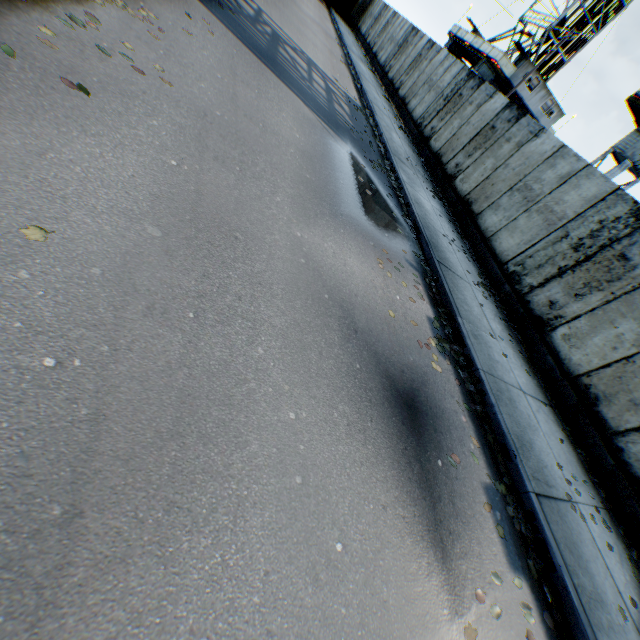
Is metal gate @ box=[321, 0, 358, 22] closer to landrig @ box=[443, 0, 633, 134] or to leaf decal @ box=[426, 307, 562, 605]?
landrig @ box=[443, 0, 633, 134]

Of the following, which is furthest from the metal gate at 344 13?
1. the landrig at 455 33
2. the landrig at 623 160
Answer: the landrig at 623 160

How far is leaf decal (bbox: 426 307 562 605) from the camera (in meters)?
3.71

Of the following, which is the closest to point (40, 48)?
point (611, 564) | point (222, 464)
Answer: point (222, 464)

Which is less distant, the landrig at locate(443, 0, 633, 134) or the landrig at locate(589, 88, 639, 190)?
the landrig at locate(589, 88, 639, 190)

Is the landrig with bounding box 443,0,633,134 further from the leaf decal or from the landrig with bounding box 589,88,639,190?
→ the leaf decal

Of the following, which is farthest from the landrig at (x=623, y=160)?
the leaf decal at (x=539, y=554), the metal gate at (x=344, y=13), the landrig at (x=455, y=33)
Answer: the metal gate at (x=344, y=13)

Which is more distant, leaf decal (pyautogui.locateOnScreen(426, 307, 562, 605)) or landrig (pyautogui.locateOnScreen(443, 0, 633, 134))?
landrig (pyautogui.locateOnScreen(443, 0, 633, 134))
